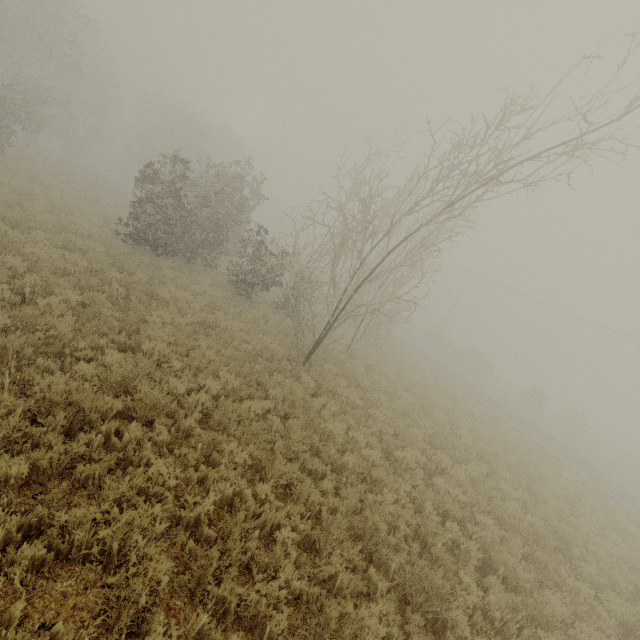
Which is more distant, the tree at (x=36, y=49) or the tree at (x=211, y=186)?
the tree at (x=36, y=49)

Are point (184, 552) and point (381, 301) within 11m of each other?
yes

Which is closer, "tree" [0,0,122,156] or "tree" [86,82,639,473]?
"tree" [86,82,639,473]
